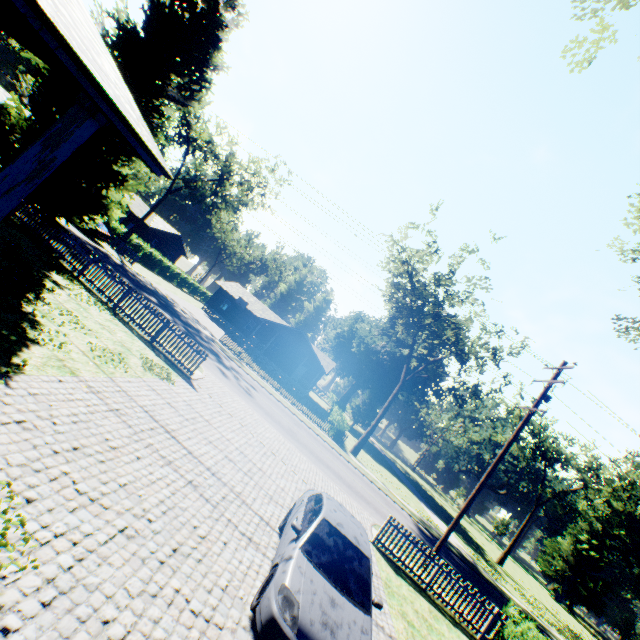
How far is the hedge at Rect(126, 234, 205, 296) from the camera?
39.44m

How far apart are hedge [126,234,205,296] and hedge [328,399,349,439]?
30.6m

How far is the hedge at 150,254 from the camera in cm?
3944

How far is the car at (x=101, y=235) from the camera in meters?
28.4 m

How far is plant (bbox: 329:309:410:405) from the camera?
51.2 meters

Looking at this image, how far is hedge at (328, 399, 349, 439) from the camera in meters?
28.5 m

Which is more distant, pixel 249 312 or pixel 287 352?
pixel 249 312
